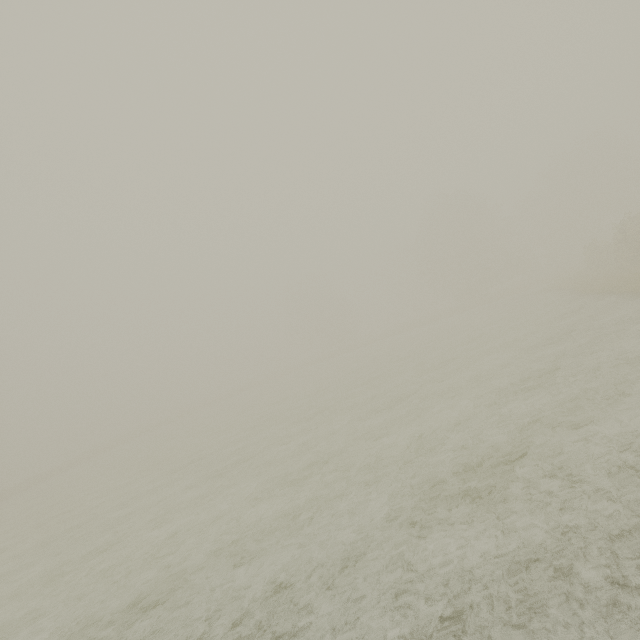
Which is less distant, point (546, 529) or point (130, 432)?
point (546, 529)
